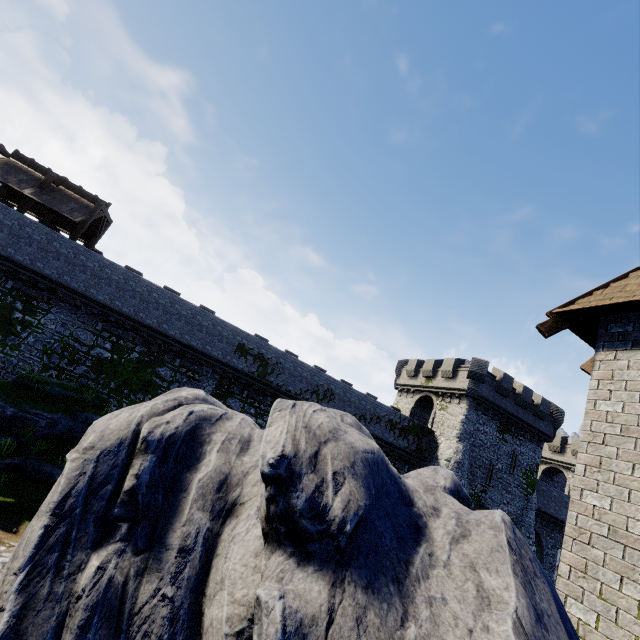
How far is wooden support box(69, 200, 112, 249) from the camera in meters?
20.2 m

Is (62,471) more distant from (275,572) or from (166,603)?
(275,572)

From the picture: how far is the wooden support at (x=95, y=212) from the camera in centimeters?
2021cm
